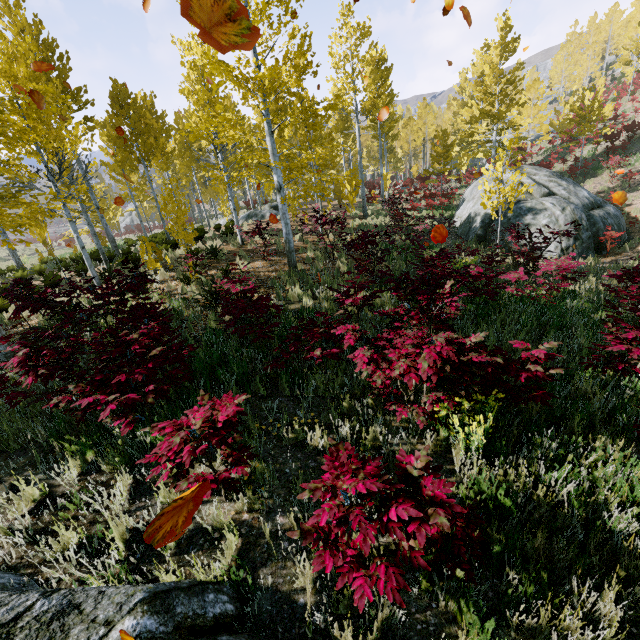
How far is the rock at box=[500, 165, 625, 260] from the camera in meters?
13.5 m

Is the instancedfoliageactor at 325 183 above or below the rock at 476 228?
above

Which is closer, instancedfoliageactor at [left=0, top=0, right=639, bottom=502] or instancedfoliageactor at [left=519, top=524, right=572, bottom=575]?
instancedfoliageactor at [left=519, top=524, right=572, bottom=575]

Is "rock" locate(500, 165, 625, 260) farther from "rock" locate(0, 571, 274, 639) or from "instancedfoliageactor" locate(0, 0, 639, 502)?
"rock" locate(0, 571, 274, 639)

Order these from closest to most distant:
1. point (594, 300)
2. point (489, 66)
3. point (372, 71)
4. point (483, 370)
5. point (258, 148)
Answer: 1. point (483, 370)
2. point (594, 300)
3. point (258, 148)
4. point (372, 71)
5. point (489, 66)

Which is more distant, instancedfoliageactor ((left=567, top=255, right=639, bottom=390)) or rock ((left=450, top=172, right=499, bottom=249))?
rock ((left=450, top=172, right=499, bottom=249))

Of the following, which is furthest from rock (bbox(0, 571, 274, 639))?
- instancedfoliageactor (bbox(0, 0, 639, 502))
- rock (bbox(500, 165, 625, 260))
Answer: rock (bbox(500, 165, 625, 260))

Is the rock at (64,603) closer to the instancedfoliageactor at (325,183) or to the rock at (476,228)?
the instancedfoliageactor at (325,183)
